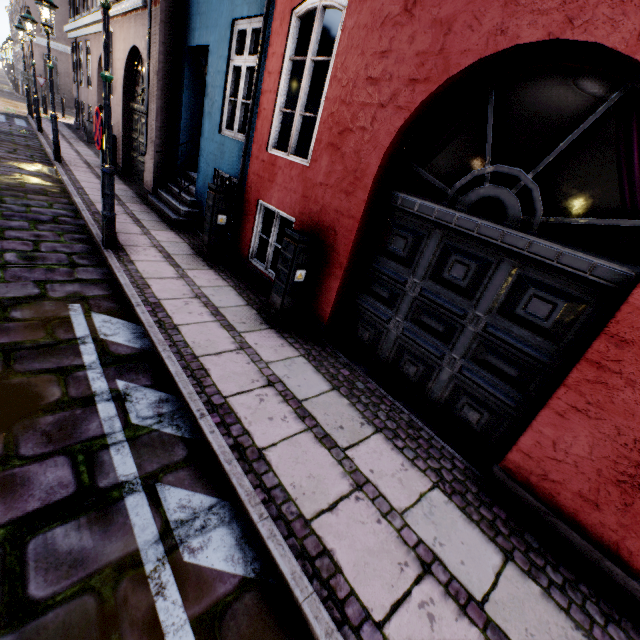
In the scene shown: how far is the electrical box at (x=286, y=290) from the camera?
4.1 meters

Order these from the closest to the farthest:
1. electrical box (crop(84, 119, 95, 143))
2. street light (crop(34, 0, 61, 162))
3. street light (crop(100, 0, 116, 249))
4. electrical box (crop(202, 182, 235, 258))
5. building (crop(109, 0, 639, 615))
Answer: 1. building (crop(109, 0, 639, 615))
2. street light (crop(100, 0, 116, 249))
3. electrical box (crop(202, 182, 235, 258))
4. street light (crop(34, 0, 61, 162))
5. electrical box (crop(84, 119, 95, 143))

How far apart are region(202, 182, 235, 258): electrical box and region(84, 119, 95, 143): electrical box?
13.1 meters

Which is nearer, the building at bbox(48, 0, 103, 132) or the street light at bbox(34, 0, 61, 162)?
the street light at bbox(34, 0, 61, 162)

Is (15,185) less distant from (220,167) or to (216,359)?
(220,167)

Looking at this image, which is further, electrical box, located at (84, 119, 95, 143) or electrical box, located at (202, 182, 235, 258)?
electrical box, located at (84, 119, 95, 143)

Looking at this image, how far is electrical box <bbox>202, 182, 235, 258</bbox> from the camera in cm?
553

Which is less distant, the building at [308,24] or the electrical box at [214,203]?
the building at [308,24]
